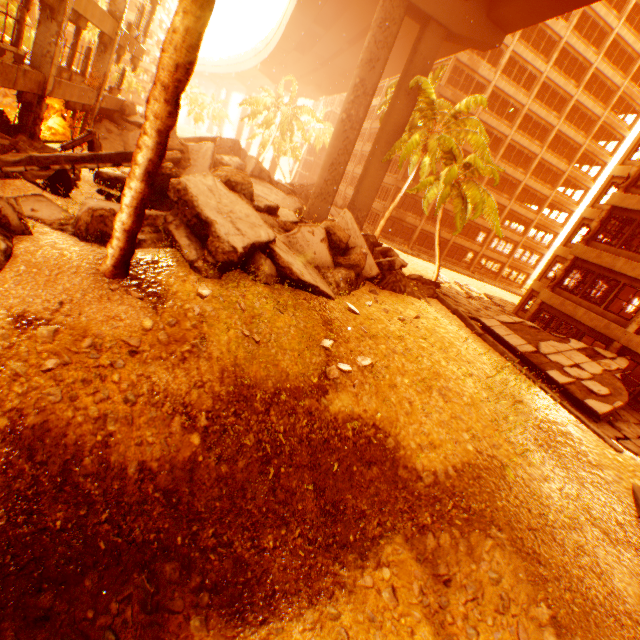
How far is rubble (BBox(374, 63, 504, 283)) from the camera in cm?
1725

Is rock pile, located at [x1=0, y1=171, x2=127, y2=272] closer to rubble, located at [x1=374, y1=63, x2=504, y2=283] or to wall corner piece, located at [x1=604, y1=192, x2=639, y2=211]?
rubble, located at [x1=374, y1=63, x2=504, y2=283]

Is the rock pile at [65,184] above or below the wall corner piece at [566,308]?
below

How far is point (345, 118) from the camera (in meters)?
20.42

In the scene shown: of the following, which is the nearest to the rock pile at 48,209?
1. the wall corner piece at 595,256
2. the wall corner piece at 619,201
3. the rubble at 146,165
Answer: the rubble at 146,165

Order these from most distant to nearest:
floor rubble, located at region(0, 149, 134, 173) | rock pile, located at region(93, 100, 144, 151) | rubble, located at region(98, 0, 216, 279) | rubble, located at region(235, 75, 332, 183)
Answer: rubble, located at region(235, 75, 332, 183) < rock pile, located at region(93, 100, 144, 151) < floor rubble, located at region(0, 149, 134, 173) < rubble, located at region(98, 0, 216, 279)
